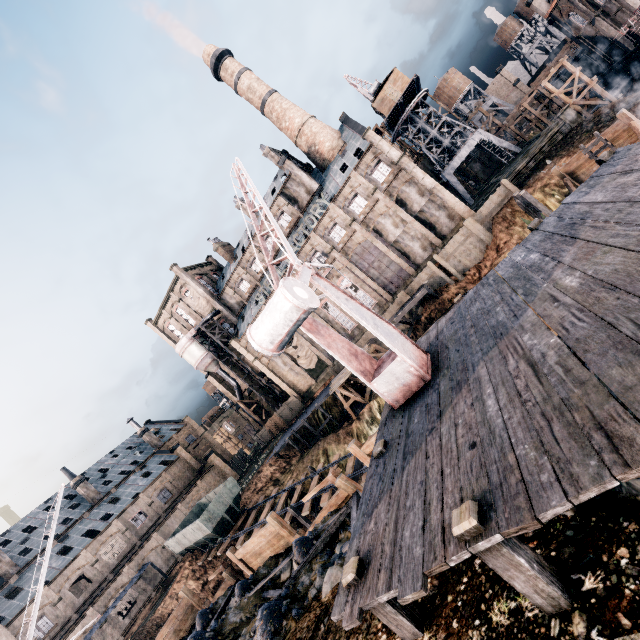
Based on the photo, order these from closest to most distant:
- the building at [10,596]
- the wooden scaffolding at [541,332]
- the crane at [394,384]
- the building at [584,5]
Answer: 1. the wooden scaffolding at [541,332]
2. the crane at [394,384]
3. the building at [10,596]
4. the building at [584,5]

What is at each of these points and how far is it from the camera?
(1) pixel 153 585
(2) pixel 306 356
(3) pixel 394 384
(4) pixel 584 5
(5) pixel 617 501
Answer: (1) building, 39.1 meters
(2) cloth, 49.9 meters
(3) crane, 8.6 meters
(4) building, 42.9 meters
(5) stone debris, 3.8 meters

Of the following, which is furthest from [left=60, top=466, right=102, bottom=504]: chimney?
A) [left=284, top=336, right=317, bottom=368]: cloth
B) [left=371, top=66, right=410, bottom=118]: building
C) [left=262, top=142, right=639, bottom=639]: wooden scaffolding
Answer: [left=371, top=66, right=410, bottom=118]: building

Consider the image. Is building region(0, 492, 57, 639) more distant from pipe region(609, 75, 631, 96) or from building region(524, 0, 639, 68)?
building region(524, 0, 639, 68)

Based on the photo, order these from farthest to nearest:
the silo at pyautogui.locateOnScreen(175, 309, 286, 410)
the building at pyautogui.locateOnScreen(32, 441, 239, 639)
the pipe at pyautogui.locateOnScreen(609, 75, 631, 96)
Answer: the silo at pyautogui.locateOnScreen(175, 309, 286, 410)
the pipe at pyautogui.locateOnScreen(609, 75, 631, 96)
the building at pyautogui.locateOnScreen(32, 441, 239, 639)

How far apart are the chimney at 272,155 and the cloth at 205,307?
25.33m

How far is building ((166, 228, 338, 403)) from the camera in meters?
50.5
